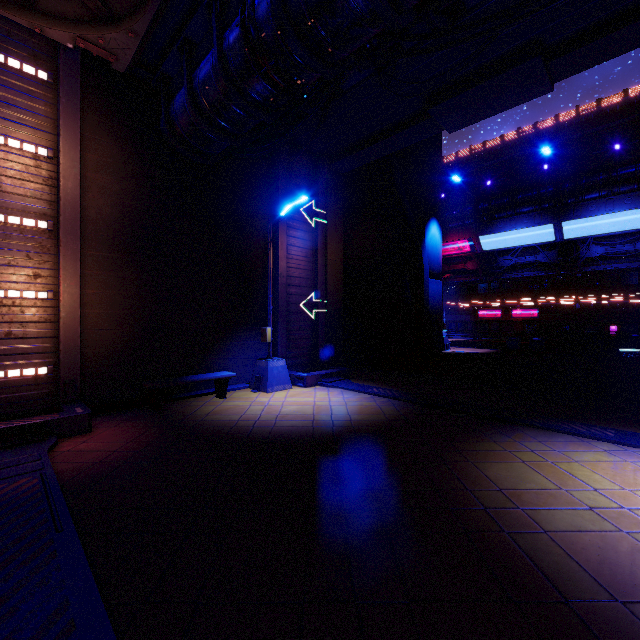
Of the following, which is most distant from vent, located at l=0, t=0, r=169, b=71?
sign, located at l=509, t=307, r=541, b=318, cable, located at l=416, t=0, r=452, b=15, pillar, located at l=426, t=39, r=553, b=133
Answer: sign, located at l=509, t=307, r=541, b=318

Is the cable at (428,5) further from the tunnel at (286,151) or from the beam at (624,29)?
the tunnel at (286,151)

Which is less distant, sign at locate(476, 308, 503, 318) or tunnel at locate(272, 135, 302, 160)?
tunnel at locate(272, 135, 302, 160)

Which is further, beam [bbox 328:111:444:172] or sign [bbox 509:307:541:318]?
sign [bbox 509:307:541:318]

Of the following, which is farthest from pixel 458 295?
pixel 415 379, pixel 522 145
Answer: pixel 415 379

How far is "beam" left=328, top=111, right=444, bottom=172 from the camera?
10.9m

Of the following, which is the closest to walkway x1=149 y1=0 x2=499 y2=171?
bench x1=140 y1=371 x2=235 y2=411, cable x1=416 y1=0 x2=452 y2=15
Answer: cable x1=416 y1=0 x2=452 y2=15

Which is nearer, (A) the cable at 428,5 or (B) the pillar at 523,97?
(A) the cable at 428,5
